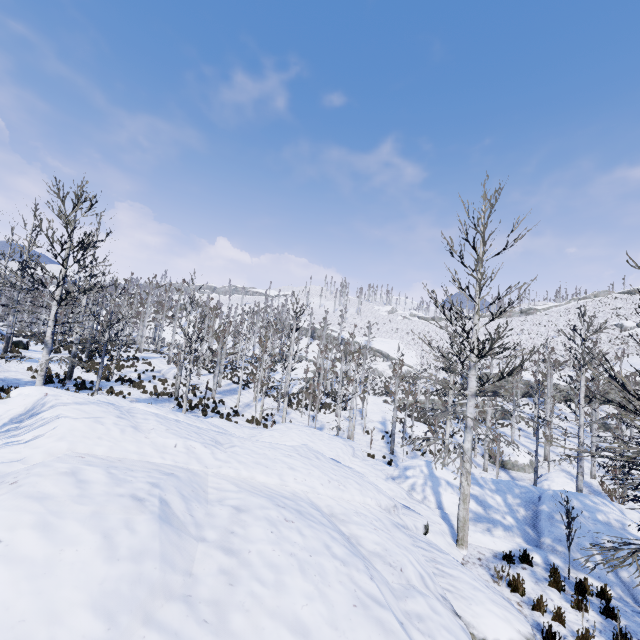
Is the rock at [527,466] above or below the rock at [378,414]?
below

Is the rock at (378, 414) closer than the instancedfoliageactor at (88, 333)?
No

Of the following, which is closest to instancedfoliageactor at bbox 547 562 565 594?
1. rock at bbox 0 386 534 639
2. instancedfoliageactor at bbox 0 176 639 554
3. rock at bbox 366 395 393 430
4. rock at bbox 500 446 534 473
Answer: rock at bbox 0 386 534 639

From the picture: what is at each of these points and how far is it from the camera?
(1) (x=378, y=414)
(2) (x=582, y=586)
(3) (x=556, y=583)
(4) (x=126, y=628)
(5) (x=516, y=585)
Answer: (1) rock, 37.1 meters
(2) instancedfoliageactor, 7.6 meters
(3) instancedfoliageactor, 7.4 meters
(4) rock, 2.2 meters
(5) instancedfoliageactor, 7.0 meters

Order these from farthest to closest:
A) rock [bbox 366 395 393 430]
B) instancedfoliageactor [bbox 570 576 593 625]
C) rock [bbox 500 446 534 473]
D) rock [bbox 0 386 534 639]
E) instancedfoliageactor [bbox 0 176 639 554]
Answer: rock [bbox 366 395 393 430]
rock [bbox 500 446 534 473]
instancedfoliageactor [bbox 0 176 639 554]
instancedfoliageactor [bbox 570 576 593 625]
rock [bbox 0 386 534 639]

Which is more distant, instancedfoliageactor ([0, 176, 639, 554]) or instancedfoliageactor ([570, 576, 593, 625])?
instancedfoliageactor ([0, 176, 639, 554])

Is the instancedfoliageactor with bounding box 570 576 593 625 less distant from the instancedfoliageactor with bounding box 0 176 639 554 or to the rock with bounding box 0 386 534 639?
the rock with bounding box 0 386 534 639

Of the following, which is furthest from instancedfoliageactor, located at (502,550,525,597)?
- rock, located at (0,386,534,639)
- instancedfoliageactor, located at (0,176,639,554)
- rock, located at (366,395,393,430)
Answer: rock, located at (366,395,393,430)
